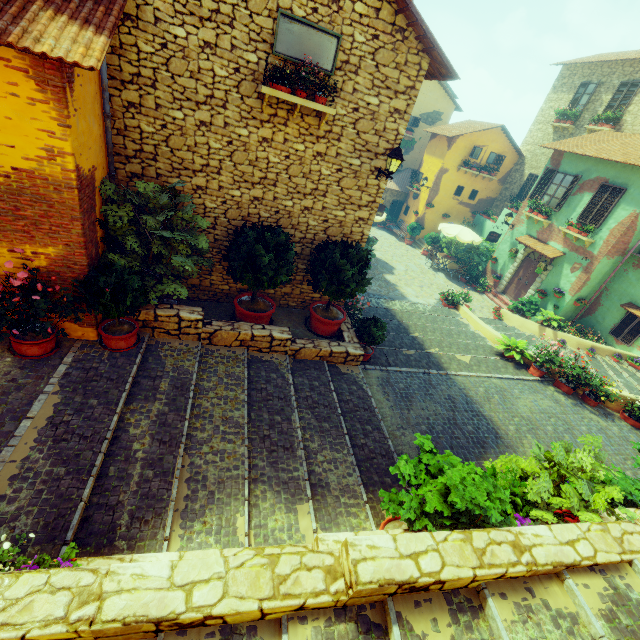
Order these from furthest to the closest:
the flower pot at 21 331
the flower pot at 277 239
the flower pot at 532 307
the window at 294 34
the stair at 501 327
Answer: the flower pot at 532 307
the stair at 501 327
the flower pot at 277 239
the window at 294 34
the flower pot at 21 331

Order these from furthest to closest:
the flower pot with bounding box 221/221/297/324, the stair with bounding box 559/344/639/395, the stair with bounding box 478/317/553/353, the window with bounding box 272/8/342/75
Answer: the stair with bounding box 478/317/553/353 → the stair with bounding box 559/344/639/395 → the flower pot with bounding box 221/221/297/324 → the window with bounding box 272/8/342/75

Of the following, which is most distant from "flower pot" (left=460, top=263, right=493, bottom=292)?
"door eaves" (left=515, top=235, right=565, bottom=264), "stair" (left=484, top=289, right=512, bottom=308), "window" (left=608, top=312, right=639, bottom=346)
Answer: "window" (left=608, top=312, right=639, bottom=346)

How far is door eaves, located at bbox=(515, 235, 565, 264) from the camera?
15.0m

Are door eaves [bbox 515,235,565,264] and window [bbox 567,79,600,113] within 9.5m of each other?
yes

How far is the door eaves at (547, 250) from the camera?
15.0m

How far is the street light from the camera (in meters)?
7.08

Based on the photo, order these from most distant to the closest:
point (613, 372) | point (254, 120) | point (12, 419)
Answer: point (613, 372) < point (254, 120) < point (12, 419)
